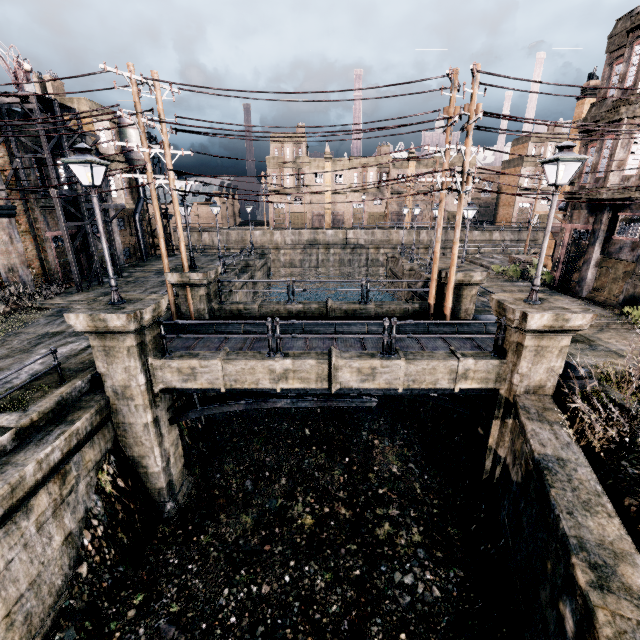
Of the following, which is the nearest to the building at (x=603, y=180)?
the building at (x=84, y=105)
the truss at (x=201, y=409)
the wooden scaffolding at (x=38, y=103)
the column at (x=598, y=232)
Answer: the column at (x=598, y=232)

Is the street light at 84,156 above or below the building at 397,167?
below

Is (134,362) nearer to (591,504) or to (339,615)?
(339,615)

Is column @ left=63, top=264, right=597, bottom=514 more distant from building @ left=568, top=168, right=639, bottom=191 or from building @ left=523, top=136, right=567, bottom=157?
building @ left=523, top=136, right=567, bottom=157

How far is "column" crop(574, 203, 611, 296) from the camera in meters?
20.0

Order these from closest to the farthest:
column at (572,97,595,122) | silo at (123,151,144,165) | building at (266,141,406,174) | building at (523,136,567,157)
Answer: column at (572,97,595,122)
silo at (123,151,144,165)
building at (523,136,567,157)
building at (266,141,406,174)

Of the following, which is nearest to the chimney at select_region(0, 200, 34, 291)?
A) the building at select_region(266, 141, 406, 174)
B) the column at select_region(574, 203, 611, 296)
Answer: the column at select_region(574, 203, 611, 296)

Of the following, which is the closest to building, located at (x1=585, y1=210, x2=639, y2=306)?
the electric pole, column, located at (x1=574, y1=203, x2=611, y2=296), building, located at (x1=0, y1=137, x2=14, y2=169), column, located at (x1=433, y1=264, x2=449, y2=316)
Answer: column, located at (x1=574, y1=203, x2=611, y2=296)
